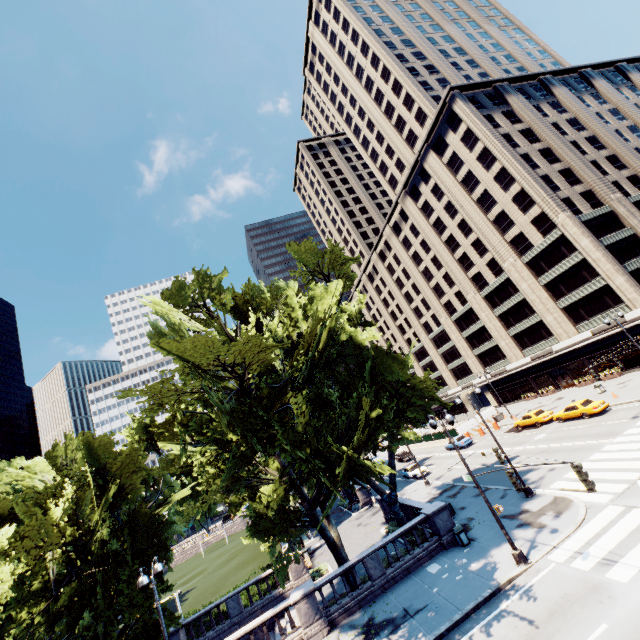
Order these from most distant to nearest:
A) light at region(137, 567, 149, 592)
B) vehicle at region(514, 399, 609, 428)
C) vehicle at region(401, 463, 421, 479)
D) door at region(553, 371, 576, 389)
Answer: door at region(553, 371, 576, 389) < vehicle at region(401, 463, 421, 479) < vehicle at region(514, 399, 609, 428) < light at region(137, 567, 149, 592)

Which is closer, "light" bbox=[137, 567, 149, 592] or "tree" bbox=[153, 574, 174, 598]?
"light" bbox=[137, 567, 149, 592]

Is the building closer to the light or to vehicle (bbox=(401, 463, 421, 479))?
vehicle (bbox=(401, 463, 421, 479))

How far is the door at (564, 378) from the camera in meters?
45.5 m

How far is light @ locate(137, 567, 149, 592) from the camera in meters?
12.4

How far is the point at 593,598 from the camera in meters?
11.4

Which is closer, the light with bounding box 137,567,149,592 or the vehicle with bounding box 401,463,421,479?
the light with bounding box 137,567,149,592

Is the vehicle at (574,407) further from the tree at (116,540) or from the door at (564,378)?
the tree at (116,540)
